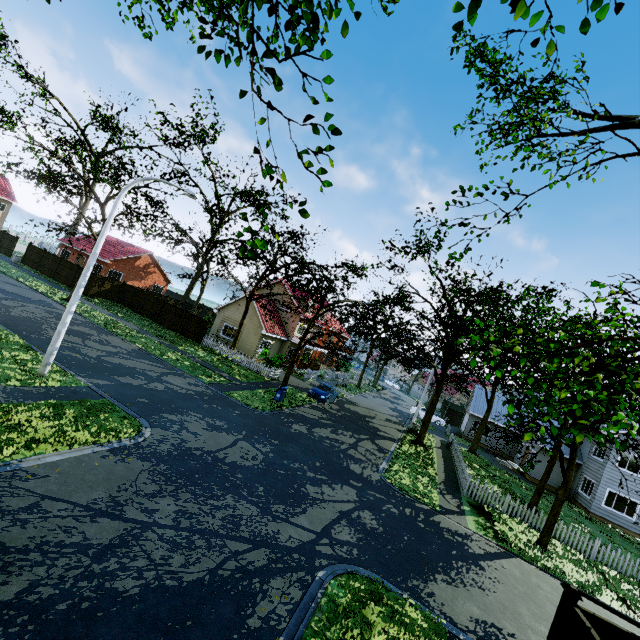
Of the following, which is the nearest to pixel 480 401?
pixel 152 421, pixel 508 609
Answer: pixel 508 609

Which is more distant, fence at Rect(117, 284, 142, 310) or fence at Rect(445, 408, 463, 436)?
fence at Rect(445, 408, 463, 436)

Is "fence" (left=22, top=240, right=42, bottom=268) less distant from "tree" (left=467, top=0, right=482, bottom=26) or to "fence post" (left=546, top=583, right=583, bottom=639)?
"fence post" (left=546, top=583, right=583, bottom=639)

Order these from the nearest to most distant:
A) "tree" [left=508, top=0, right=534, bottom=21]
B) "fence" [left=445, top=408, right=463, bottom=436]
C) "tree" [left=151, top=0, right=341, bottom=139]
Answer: "tree" [left=508, top=0, right=534, bottom=21]
"tree" [left=151, top=0, right=341, bottom=139]
"fence" [left=445, top=408, right=463, bottom=436]

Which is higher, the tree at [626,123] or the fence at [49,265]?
the tree at [626,123]

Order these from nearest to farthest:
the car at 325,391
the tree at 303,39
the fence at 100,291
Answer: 1. the tree at 303,39
2. the car at 325,391
3. the fence at 100,291

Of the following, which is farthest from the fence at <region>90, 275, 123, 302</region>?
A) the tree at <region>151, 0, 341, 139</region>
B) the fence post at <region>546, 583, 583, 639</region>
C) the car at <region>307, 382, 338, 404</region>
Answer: the car at <region>307, 382, 338, 404</region>

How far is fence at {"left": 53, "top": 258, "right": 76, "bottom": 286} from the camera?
32.75m
